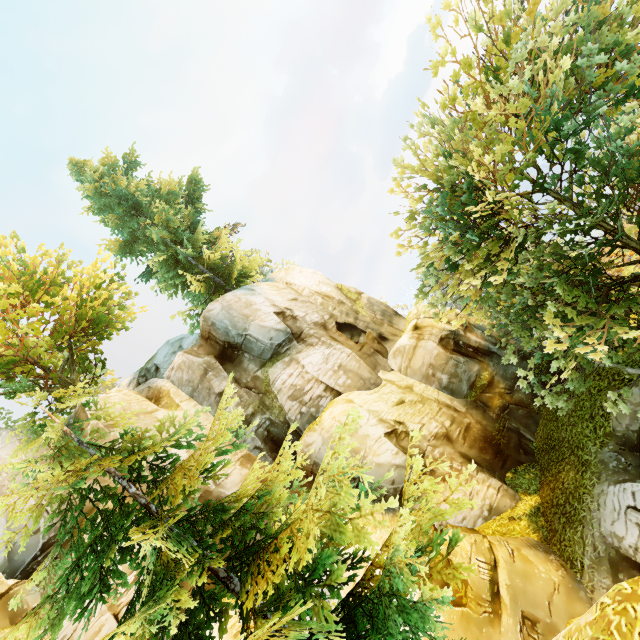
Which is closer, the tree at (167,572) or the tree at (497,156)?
the tree at (167,572)

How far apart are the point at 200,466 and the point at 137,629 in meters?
2.4

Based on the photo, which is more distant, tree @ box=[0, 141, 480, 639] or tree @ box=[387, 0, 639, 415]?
tree @ box=[387, 0, 639, 415]
